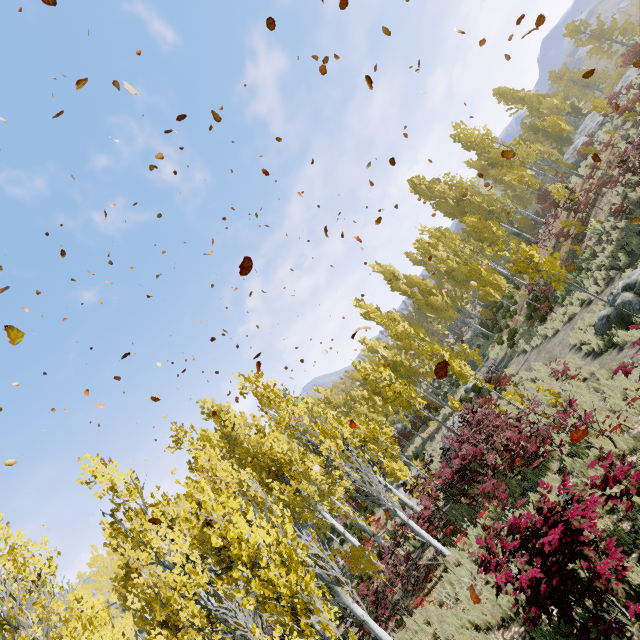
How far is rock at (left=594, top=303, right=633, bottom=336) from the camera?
11.05m

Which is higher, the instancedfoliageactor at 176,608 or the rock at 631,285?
the instancedfoliageactor at 176,608

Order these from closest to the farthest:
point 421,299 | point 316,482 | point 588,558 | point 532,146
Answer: point 588,558, point 316,482, point 532,146, point 421,299

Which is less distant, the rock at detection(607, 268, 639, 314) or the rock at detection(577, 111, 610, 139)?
the rock at detection(607, 268, 639, 314)

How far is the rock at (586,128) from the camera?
24.9m

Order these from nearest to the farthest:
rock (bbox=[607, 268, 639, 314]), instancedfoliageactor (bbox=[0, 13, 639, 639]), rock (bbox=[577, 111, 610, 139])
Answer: instancedfoliageactor (bbox=[0, 13, 639, 639]) < rock (bbox=[607, 268, 639, 314]) < rock (bbox=[577, 111, 610, 139])

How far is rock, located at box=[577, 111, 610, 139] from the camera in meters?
24.9 m

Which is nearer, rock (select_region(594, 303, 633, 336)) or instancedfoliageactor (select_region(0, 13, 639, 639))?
instancedfoliageactor (select_region(0, 13, 639, 639))
